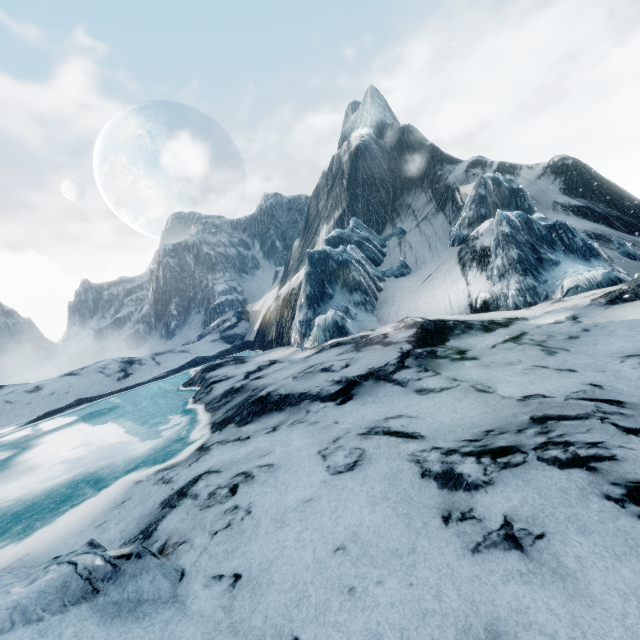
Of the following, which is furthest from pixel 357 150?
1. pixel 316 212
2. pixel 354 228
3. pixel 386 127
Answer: pixel 354 228
